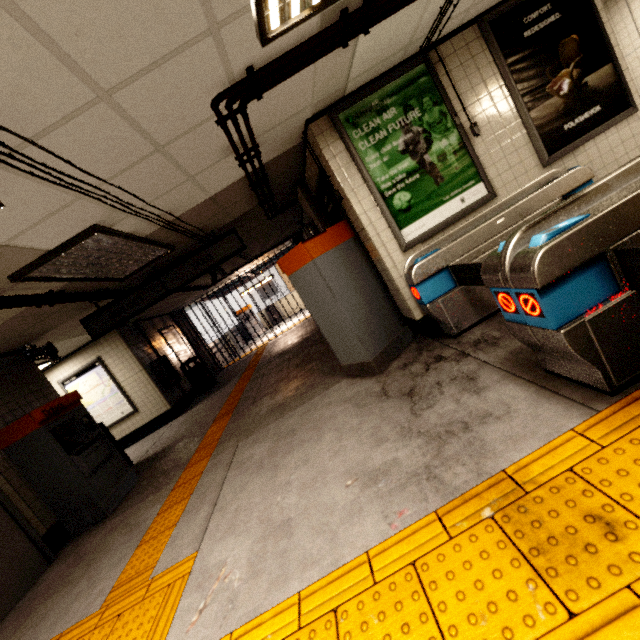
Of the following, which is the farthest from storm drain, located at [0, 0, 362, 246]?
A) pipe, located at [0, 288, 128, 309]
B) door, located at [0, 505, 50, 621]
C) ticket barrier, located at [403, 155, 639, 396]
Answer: ticket barrier, located at [403, 155, 639, 396]

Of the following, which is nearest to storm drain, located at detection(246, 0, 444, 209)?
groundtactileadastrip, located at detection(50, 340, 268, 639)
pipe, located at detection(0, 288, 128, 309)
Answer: pipe, located at detection(0, 288, 128, 309)

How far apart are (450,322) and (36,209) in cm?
399

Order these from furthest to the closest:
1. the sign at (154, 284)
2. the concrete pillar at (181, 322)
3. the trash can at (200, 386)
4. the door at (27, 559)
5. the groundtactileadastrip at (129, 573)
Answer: the concrete pillar at (181, 322) → the trash can at (200, 386) → the sign at (154, 284) → the door at (27, 559) → the groundtactileadastrip at (129, 573)

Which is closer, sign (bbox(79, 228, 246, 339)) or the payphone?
sign (bbox(79, 228, 246, 339))

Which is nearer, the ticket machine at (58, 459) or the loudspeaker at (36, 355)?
the ticket machine at (58, 459)

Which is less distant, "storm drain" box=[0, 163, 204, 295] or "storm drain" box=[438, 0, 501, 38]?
"storm drain" box=[0, 163, 204, 295]

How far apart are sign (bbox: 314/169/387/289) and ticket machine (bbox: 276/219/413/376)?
0.0m
